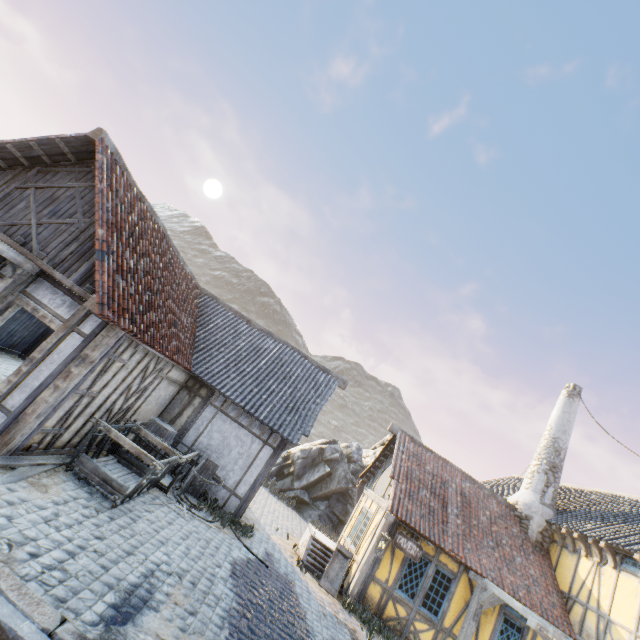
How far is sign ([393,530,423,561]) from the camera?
9.95m

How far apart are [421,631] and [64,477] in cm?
1093

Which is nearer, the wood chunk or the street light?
the wood chunk

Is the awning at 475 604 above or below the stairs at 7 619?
above

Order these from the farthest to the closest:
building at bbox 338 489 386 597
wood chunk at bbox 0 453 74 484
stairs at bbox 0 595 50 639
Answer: building at bbox 338 489 386 597, wood chunk at bbox 0 453 74 484, stairs at bbox 0 595 50 639

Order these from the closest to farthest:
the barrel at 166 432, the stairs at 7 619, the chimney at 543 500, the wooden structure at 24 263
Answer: the stairs at 7 619, the wooden structure at 24 263, the barrel at 166 432, the chimney at 543 500

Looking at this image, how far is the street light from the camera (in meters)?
9.20

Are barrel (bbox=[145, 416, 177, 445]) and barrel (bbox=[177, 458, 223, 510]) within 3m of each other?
yes
